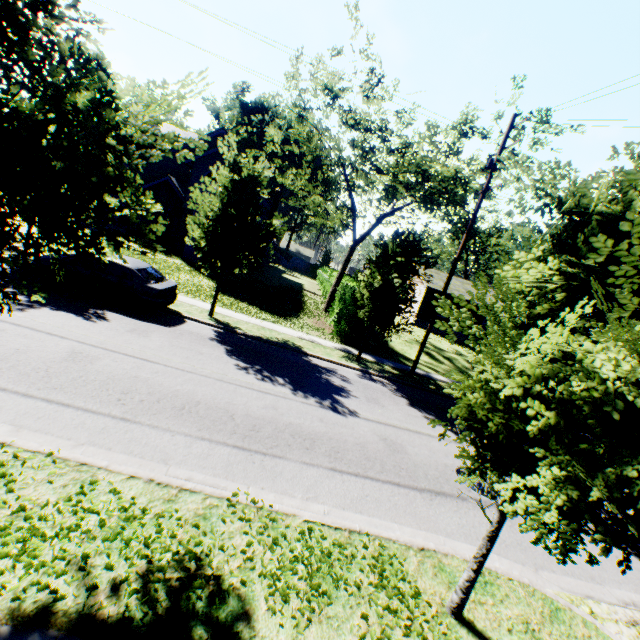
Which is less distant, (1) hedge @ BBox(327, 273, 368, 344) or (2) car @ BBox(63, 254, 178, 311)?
(2) car @ BBox(63, 254, 178, 311)

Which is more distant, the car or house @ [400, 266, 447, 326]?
house @ [400, 266, 447, 326]

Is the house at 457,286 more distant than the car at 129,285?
Yes

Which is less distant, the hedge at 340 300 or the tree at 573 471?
the tree at 573 471

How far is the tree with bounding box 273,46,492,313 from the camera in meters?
14.5 m

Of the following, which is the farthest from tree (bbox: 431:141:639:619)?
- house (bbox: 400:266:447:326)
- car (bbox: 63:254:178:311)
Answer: house (bbox: 400:266:447:326)

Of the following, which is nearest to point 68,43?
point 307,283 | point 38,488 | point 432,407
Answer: point 38,488
